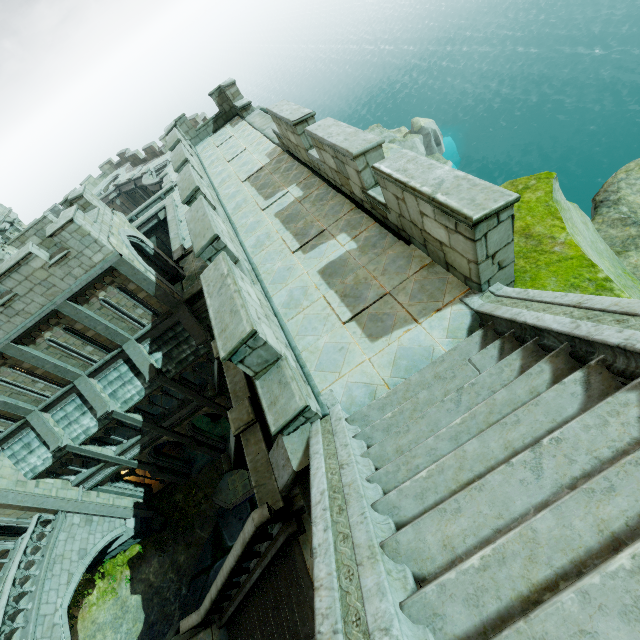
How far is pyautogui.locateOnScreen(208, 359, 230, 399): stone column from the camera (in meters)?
13.09

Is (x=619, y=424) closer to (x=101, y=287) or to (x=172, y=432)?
(x=101, y=287)

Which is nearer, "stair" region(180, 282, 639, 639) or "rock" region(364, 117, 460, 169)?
"stair" region(180, 282, 639, 639)

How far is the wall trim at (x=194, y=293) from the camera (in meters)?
16.33

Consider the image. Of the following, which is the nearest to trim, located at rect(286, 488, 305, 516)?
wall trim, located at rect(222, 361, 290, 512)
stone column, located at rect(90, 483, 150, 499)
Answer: wall trim, located at rect(222, 361, 290, 512)

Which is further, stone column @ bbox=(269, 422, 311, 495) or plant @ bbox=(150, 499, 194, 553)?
plant @ bbox=(150, 499, 194, 553)

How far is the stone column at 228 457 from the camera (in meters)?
10.72

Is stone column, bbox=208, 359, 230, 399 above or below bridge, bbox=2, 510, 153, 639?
above
